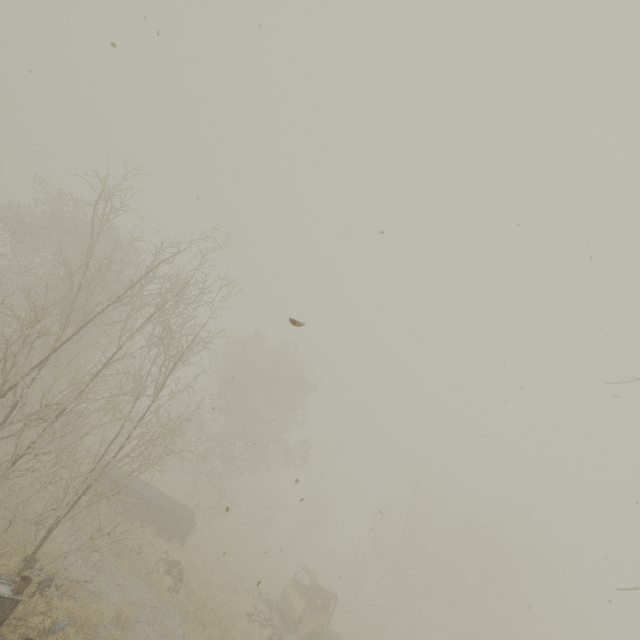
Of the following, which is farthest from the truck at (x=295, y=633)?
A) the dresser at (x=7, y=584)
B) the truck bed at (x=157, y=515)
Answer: the dresser at (x=7, y=584)

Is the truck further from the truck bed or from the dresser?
the dresser

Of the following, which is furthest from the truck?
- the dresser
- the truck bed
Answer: the dresser

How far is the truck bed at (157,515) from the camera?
16.39m

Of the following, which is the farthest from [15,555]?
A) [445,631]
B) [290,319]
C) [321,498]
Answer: [445,631]
